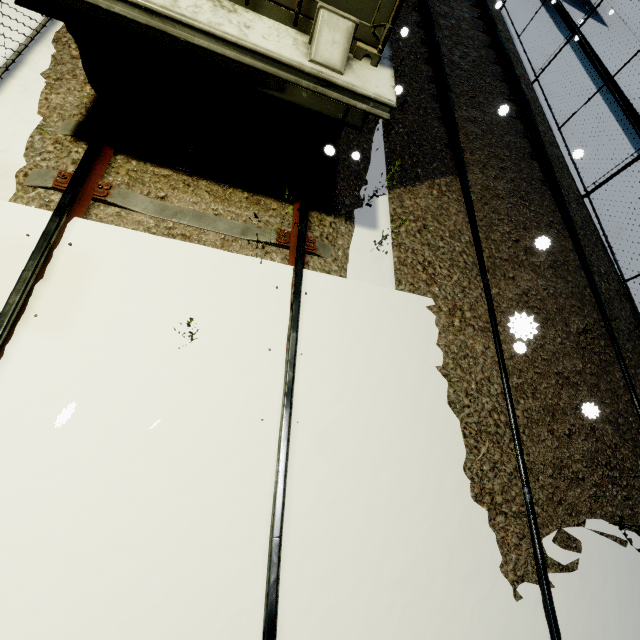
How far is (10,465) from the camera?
2.03m

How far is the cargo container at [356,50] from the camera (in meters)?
2.56

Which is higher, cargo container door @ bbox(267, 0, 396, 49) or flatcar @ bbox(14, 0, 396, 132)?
cargo container door @ bbox(267, 0, 396, 49)

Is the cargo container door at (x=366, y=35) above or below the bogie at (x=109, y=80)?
above

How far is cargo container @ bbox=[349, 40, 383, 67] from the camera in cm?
256

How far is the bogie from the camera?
2.7m

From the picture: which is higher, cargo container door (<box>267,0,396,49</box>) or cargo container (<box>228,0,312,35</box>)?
cargo container door (<box>267,0,396,49</box>)
